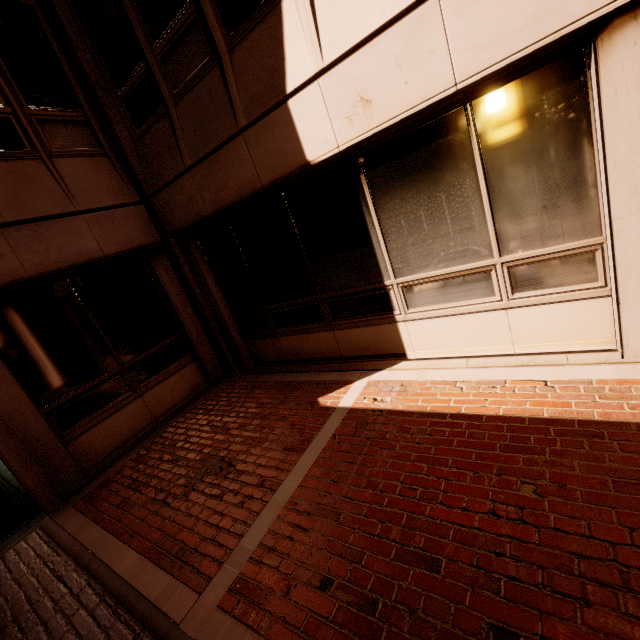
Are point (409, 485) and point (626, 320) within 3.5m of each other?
yes
